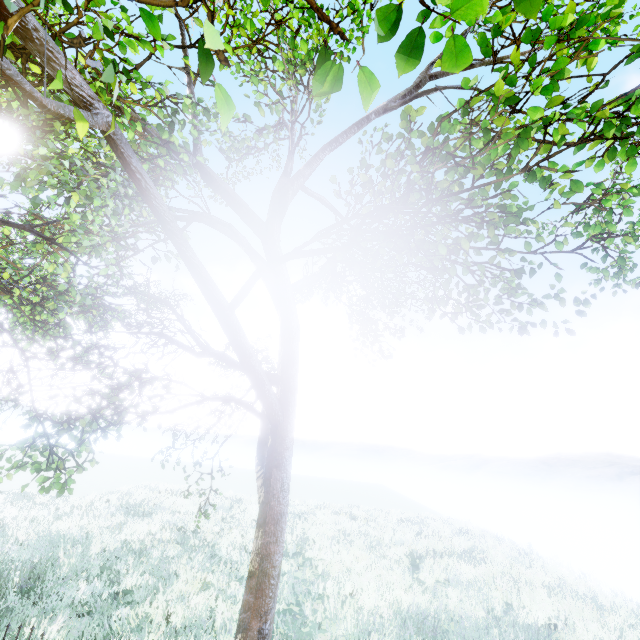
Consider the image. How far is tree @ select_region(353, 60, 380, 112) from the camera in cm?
93

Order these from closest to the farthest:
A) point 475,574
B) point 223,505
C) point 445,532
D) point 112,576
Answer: point 112,576 → point 475,574 → point 445,532 → point 223,505

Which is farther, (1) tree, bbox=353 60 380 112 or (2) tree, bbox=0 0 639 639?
(2) tree, bbox=0 0 639 639

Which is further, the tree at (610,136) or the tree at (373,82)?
the tree at (610,136)

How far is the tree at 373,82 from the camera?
0.9 meters
